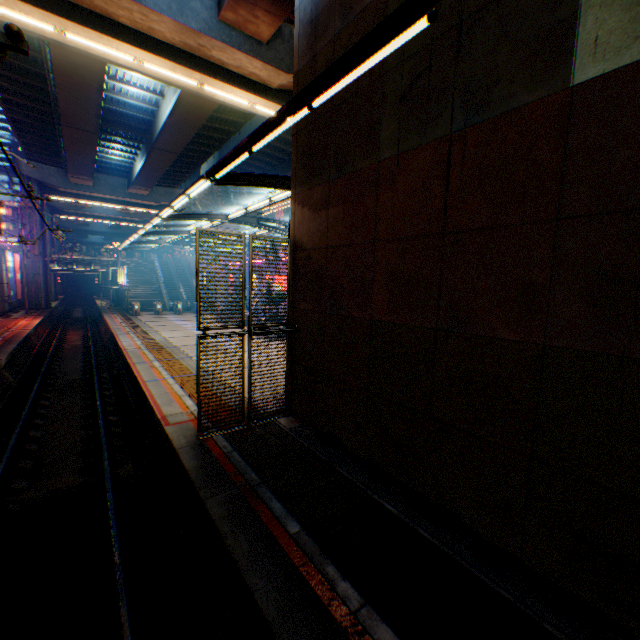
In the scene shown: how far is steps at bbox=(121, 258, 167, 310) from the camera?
37.44m

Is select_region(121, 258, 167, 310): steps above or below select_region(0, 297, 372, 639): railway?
above

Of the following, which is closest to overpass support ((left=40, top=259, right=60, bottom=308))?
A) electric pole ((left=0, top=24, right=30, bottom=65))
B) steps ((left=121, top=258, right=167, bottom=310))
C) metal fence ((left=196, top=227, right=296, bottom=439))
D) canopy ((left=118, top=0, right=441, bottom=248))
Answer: metal fence ((left=196, top=227, right=296, bottom=439))

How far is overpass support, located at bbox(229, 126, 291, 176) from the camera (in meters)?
26.90

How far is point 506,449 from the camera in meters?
4.4 m

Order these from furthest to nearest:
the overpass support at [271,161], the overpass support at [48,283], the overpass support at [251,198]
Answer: the overpass support at [251,198] < the overpass support at [48,283] < the overpass support at [271,161]

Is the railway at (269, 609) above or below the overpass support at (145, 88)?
below

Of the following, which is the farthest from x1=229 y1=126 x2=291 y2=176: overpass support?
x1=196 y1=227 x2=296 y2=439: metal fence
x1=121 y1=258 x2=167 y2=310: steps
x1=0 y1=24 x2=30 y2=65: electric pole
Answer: x1=121 y1=258 x2=167 y2=310: steps
